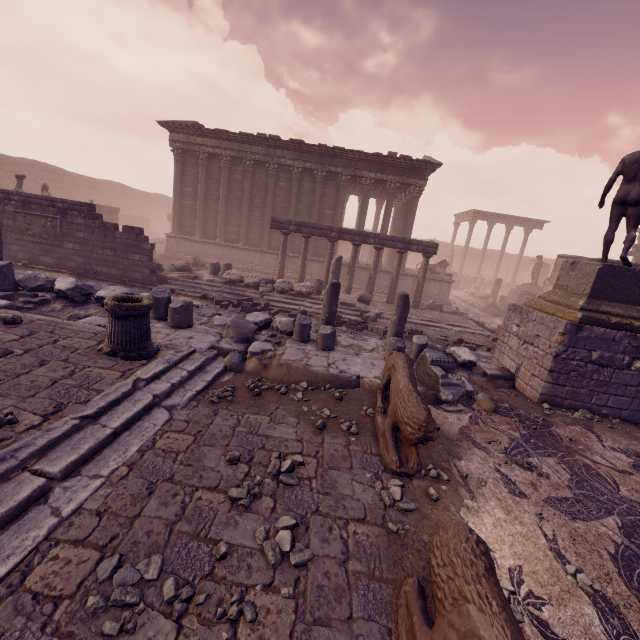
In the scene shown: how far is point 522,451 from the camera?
4.73m

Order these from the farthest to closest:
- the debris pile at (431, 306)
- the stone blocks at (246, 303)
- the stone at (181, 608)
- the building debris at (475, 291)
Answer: the building debris at (475, 291)
the debris pile at (431, 306)
the stone blocks at (246, 303)
the stone at (181, 608)

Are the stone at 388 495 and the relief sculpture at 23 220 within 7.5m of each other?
no

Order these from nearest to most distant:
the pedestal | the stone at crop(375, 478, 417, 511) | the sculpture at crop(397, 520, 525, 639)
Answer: the sculpture at crop(397, 520, 525, 639) < the stone at crop(375, 478, 417, 511) < the pedestal

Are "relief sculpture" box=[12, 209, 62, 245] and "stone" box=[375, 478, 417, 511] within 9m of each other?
no

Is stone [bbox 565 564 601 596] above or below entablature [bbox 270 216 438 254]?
below

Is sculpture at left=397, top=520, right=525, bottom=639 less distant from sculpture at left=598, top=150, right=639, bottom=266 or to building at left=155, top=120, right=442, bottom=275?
sculpture at left=598, top=150, right=639, bottom=266

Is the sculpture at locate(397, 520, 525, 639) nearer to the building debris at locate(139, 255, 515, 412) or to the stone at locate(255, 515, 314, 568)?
the stone at locate(255, 515, 314, 568)
